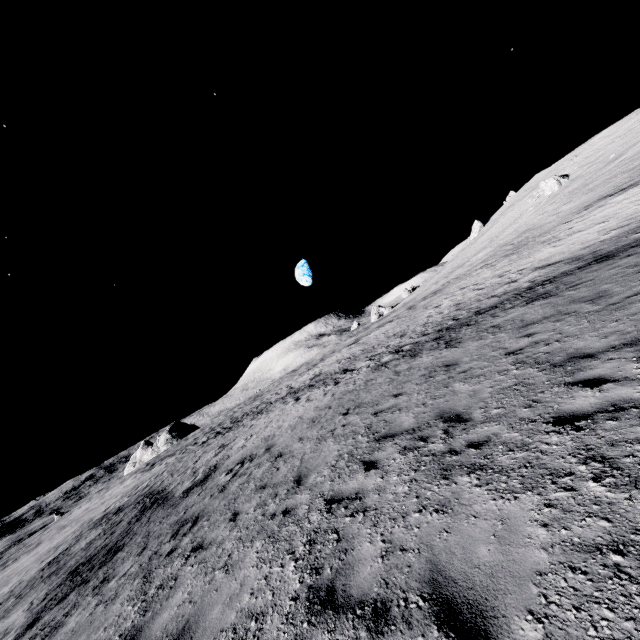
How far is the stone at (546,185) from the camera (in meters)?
45.38

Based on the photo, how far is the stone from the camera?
45.4m

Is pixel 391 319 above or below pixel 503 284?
above
